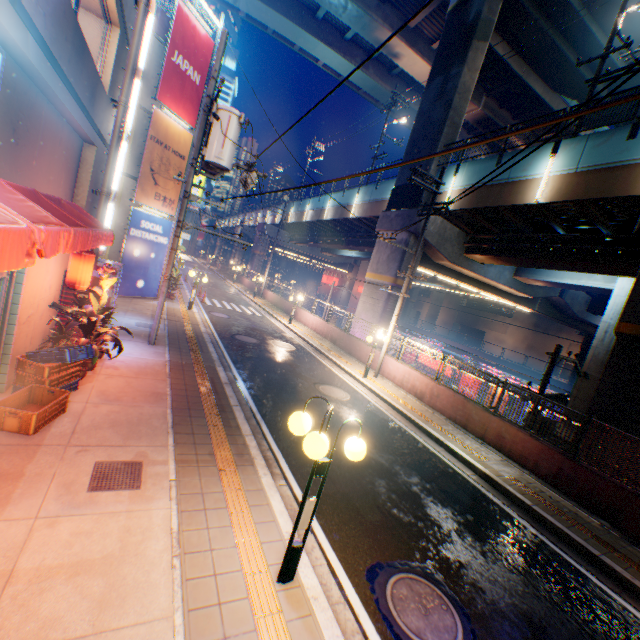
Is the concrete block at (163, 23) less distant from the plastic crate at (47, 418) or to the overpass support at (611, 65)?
the overpass support at (611, 65)

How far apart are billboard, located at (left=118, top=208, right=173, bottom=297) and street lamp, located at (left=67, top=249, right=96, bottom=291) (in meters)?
9.08

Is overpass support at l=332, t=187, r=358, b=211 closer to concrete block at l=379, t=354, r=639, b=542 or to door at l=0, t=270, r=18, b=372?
concrete block at l=379, t=354, r=639, b=542

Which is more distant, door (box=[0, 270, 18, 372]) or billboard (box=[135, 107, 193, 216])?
billboard (box=[135, 107, 193, 216])

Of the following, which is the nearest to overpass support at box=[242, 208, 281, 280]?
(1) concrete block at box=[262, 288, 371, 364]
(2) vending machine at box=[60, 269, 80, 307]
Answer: (1) concrete block at box=[262, 288, 371, 364]

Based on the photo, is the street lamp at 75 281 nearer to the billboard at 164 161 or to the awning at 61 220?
the awning at 61 220

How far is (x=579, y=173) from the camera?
12.17m

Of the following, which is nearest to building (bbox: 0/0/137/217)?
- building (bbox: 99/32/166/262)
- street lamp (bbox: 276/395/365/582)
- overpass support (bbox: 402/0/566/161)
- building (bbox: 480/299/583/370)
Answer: overpass support (bbox: 402/0/566/161)
